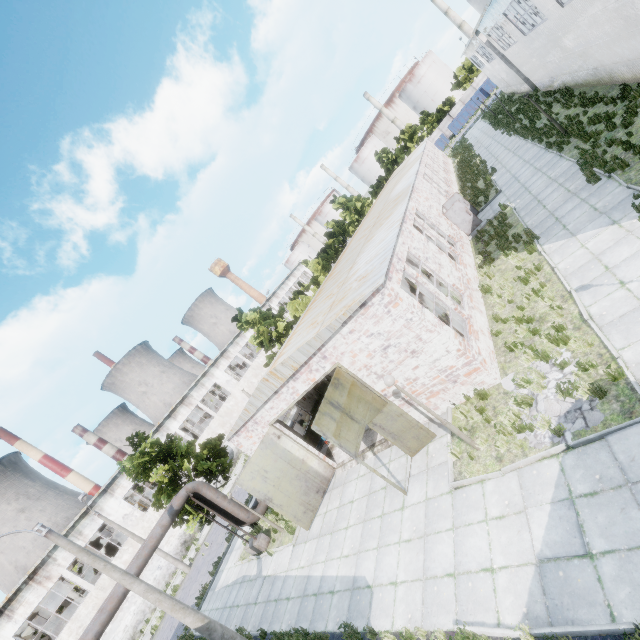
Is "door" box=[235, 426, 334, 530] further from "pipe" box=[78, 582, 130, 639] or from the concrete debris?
the concrete debris

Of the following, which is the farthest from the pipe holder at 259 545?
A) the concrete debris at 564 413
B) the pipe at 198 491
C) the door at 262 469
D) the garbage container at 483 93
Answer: the garbage container at 483 93

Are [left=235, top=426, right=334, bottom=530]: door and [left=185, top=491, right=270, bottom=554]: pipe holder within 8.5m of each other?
yes

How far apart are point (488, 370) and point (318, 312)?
6.7m

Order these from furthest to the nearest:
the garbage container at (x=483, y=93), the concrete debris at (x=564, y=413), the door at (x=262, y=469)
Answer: the garbage container at (x=483, y=93), the door at (x=262, y=469), the concrete debris at (x=564, y=413)

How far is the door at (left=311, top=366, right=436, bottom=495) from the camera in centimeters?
1007cm

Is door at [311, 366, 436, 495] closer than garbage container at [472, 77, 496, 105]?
Yes

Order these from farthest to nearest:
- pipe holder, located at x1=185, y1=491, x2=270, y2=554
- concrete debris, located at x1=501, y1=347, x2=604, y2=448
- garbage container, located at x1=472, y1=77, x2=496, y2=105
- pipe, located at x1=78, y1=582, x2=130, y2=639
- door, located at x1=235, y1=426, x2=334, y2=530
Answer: garbage container, located at x1=472, y1=77, x2=496, y2=105, pipe holder, located at x1=185, y1=491, x2=270, y2=554, door, located at x1=235, y1=426, x2=334, y2=530, pipe, located at x1=78, y1=582, x2=130, y2=639, concrete debris, located at x1=501, y1=347, x2=604, y2=448
